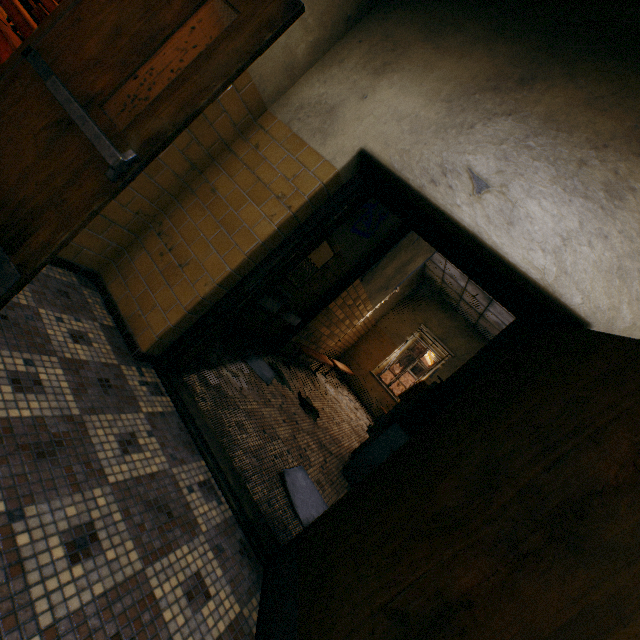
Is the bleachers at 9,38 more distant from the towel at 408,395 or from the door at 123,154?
the towel at 408,395

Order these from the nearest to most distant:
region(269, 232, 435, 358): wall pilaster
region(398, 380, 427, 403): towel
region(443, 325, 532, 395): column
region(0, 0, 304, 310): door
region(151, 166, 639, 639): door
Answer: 1. region(151, 166, 639, 639): door
2. region(0, 0, 304, 310): door
3. region(443, 325, 532, 395): column
4. region(269, 232, 435, 358): wall pilaster
5. region(398, 380, 427, 403): towel

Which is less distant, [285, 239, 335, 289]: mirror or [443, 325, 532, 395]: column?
[285, 239, 335, 289]: mirror

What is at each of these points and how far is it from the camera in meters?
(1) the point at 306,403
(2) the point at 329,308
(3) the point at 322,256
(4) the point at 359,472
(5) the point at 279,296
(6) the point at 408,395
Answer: (1) towel, 4.9 m
(2) wall pilaster, 5.8 m
(3) mirror, 4.7 m
(4) locker, 4.0 m
(5) sink, 4.5 m
(6) towel, 6.6 m

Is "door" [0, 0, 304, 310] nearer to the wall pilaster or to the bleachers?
the bleachers

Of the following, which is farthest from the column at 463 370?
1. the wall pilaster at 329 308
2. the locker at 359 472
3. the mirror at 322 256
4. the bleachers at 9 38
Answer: the bleachers at 9 38

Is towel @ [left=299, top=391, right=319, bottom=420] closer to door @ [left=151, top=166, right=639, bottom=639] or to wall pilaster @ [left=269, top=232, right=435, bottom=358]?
wall pilaster @ [left=269, top=232, right=435, bottom=358]

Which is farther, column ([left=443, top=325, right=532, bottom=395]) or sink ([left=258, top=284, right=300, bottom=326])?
column ([left=443, top=325, right=532, bottom=395])
